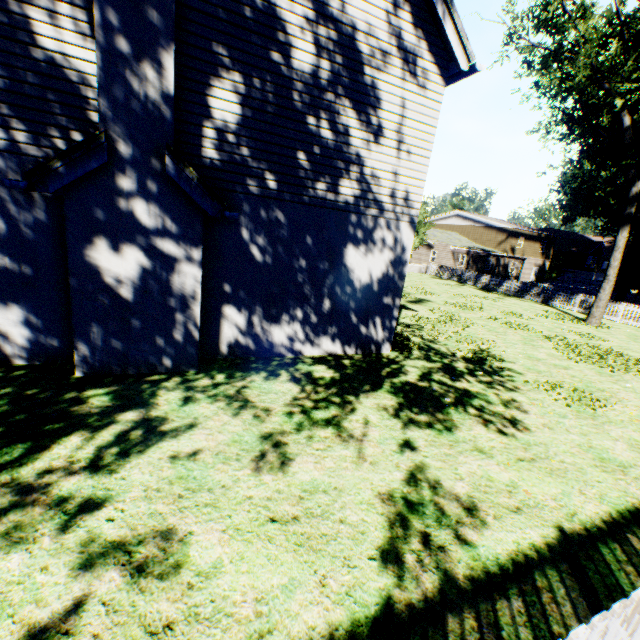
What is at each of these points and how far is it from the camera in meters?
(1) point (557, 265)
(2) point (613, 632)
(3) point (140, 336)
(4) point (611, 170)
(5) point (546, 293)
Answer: (1) plant, 50.3
(2) fence, 1.8
(3) chimney, 5.8
(4) plant, 23.8
(5) fence, 27.1

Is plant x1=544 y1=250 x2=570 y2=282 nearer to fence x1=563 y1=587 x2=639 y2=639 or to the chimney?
fence x1=563 y1=587 x2=639 y2=639

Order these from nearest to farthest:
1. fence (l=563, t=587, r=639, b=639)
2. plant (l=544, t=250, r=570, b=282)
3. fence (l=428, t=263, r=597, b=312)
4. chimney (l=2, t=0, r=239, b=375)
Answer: fence (l=563, t=587, r=639, b=639) → chimney (l=2, t=0, r=239, b=375) → fence (l=428, t=263, r=597, b=312) → plant (l=544, t=250, r=570, b=282)

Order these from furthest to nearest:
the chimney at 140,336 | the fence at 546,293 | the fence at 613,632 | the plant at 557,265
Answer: the plant at 557,265
the fence at 546,293
the chimney at 140,336
the fence at 613,632

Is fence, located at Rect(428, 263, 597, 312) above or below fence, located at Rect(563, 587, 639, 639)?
below

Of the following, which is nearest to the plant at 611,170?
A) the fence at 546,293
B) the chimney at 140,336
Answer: the fence at 546,293
